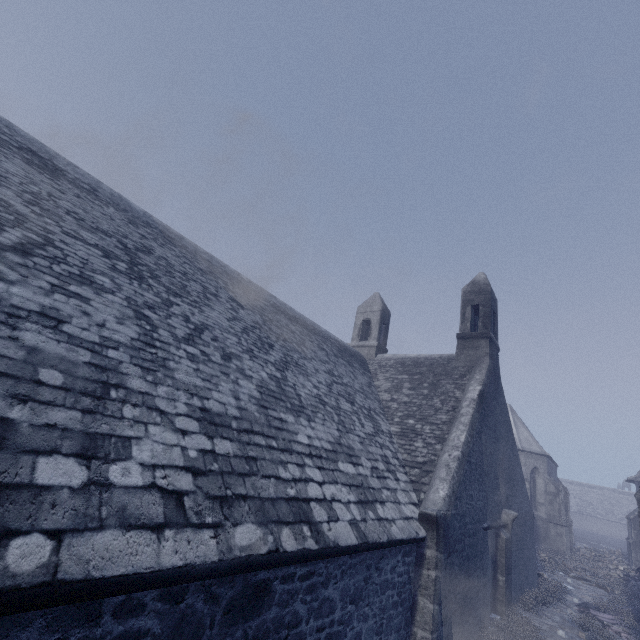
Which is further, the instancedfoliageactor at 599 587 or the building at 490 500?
the instancedfoliageactor at 599 587

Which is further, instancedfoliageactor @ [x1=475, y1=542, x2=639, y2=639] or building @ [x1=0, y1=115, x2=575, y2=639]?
instancedfoliageactor @ [x1=475, y1=542, x2=639, y2=639]

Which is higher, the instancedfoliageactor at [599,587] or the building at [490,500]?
the building at [490,500]

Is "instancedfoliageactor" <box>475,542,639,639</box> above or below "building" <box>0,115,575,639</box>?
below

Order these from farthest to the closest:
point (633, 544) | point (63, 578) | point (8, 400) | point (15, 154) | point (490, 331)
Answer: point (633, 544)
point (490, 331)
point (15, 154)
point (8, 400)
point (63, 578)
